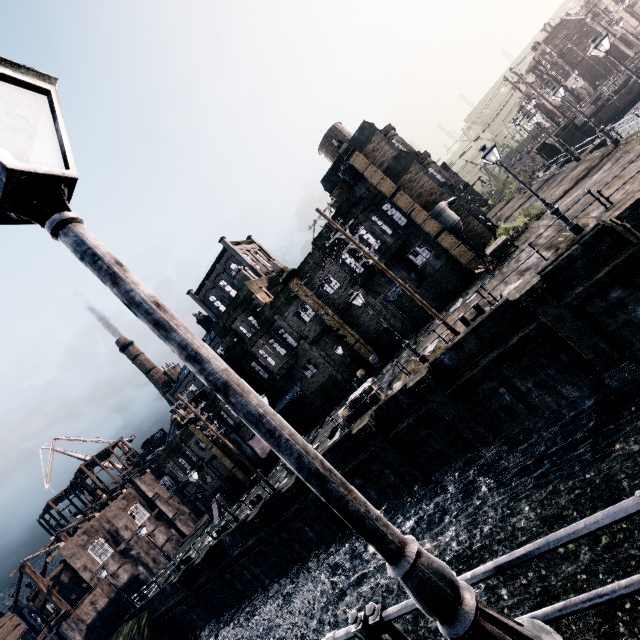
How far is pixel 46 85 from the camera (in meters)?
1.83

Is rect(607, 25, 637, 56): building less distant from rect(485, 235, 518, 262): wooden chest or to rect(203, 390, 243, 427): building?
rect(485, 235, 518, 262): wooden chest

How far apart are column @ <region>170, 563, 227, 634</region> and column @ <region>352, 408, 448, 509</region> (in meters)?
23.94

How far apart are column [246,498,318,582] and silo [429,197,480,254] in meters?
25.2 m

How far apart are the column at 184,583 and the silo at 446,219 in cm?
3768

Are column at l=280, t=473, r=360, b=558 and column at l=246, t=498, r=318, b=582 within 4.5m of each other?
yes

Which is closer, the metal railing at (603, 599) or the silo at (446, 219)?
the metal railing at (603, 599)

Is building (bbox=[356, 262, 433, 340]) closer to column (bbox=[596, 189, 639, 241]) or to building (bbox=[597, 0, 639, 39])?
column (bbox=[596, 189, 639, 241])
